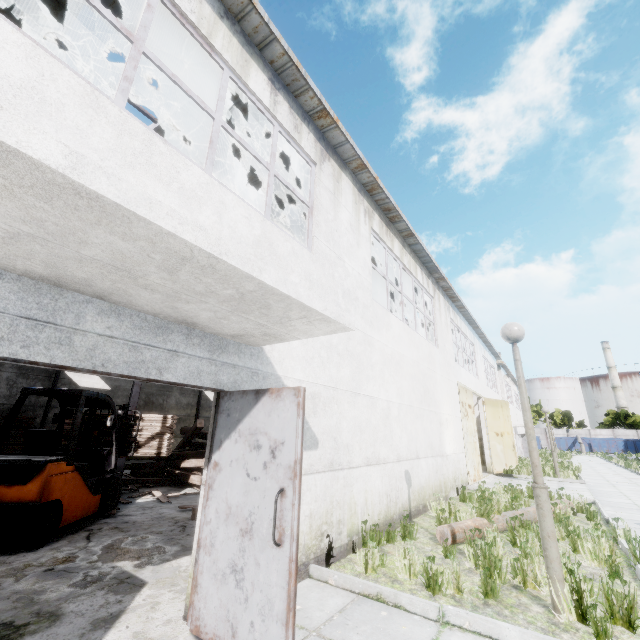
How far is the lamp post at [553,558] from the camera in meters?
3.7 m

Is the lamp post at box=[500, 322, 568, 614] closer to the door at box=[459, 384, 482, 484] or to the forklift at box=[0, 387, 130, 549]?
the forklift at box=[0, 387, 130, 549]

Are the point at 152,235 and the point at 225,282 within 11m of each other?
yes

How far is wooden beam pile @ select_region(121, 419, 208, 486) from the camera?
10.0 meters

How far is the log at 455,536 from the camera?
5.71m

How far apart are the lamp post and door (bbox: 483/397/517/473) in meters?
14.9

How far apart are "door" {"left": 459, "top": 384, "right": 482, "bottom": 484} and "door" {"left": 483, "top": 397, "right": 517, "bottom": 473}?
2.7 meters

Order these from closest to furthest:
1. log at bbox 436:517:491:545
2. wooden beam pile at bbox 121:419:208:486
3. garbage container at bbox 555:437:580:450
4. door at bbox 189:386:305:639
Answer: door at bbox 189:386:305:639, log at bbox 436:517:491:545, wooden beam pile at bbox 121:419:208:486, garbage container at bbox 555:437:580:450
